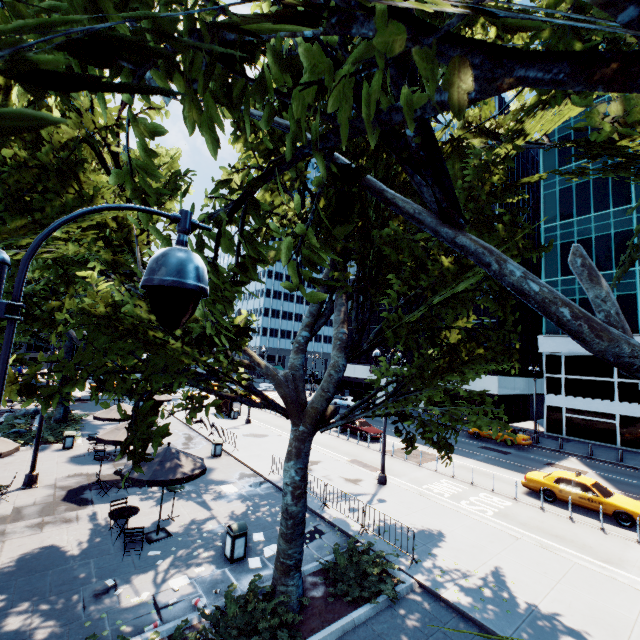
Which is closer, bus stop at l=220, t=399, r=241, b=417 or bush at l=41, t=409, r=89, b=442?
bush at l=41, t=409, r=89, b=442

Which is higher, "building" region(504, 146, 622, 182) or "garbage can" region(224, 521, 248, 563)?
"building" region(504, 146, 622, 182)

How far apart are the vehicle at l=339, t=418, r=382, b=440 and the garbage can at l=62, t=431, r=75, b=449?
19.7m

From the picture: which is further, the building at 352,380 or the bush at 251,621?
the building at 352,380

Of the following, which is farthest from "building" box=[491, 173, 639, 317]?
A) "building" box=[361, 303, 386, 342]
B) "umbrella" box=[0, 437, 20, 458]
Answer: "umbrella" box=[0, 437, 20, 458]

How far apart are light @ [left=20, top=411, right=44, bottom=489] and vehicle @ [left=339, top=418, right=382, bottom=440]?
20.9m

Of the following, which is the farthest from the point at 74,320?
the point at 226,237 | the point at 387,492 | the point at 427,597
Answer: the point at 387,492

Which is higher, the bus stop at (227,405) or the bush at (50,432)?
the bus stop at (227,405)
